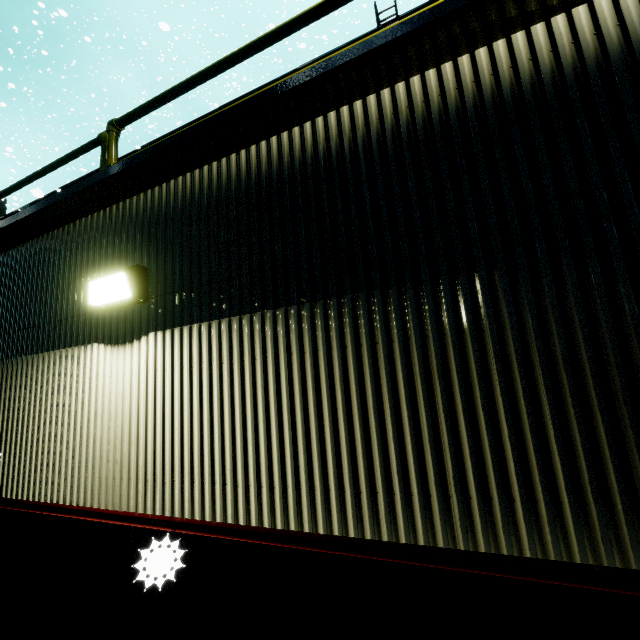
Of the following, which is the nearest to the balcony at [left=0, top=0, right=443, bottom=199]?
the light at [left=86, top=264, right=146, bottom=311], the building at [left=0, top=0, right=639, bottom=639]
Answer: the building at [left=0, top=0, right=639, bottom=639]

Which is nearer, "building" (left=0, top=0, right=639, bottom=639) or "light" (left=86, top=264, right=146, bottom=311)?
"building" (left=0, top=0, right=639, bottom=639)

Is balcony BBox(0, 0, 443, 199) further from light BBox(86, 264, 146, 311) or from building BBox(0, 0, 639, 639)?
light BBox(86, 264, 146, 311)

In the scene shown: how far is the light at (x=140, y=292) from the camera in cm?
232

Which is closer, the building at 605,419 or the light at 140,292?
the building at 605,419

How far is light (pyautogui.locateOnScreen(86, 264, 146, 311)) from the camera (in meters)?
→ 2.32

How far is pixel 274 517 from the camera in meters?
1.8 m
